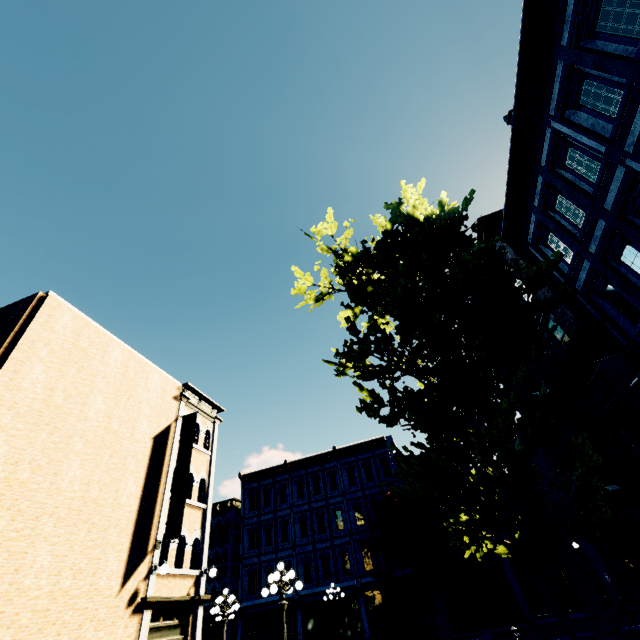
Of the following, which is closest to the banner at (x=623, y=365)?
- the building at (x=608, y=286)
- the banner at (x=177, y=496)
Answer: the building at (x=608, y=286)

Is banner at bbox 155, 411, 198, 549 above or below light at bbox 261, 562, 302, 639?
above

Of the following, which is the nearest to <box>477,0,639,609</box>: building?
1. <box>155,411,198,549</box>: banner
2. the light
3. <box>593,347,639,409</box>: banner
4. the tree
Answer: <box>593,347,639,409</box>: banner

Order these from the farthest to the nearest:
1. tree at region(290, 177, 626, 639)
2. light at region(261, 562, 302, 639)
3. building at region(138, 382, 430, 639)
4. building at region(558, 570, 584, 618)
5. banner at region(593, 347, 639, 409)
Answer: building at region(558, 570, 584, 618) → building at region(138, 382, 430, 639) → light at region(261, 562, 302, 639) → banner at region(593, 347, 639, 409) → tree at region(290, 177, 626, 639)

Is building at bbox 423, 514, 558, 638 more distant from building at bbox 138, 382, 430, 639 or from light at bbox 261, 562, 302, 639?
light at bbox 261, 562, 302, 639

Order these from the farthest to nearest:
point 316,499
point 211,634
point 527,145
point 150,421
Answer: point 316,499 < point 211,634 < point 150,421 < point 527,145

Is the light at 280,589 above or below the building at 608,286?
below

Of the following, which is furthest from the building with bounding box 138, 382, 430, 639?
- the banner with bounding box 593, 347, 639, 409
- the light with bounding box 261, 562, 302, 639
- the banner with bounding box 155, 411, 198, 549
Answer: the banner with bounding box 155, 411, 198, 549
